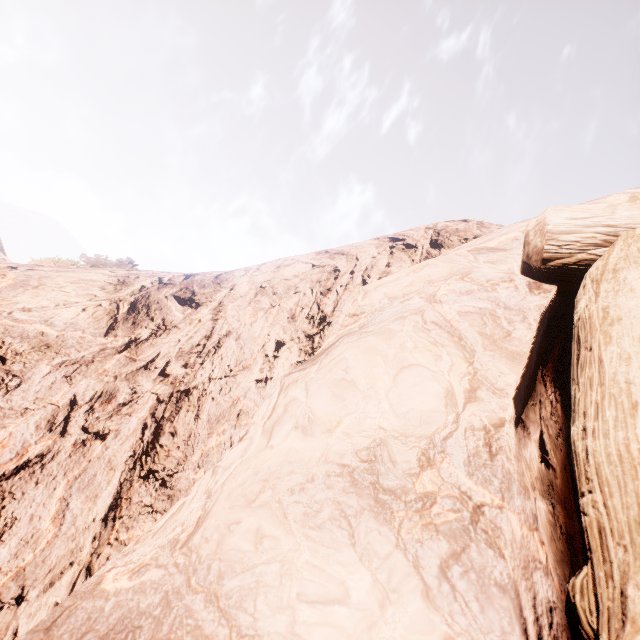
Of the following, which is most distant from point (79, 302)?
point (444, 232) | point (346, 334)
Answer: point (444, 232)
